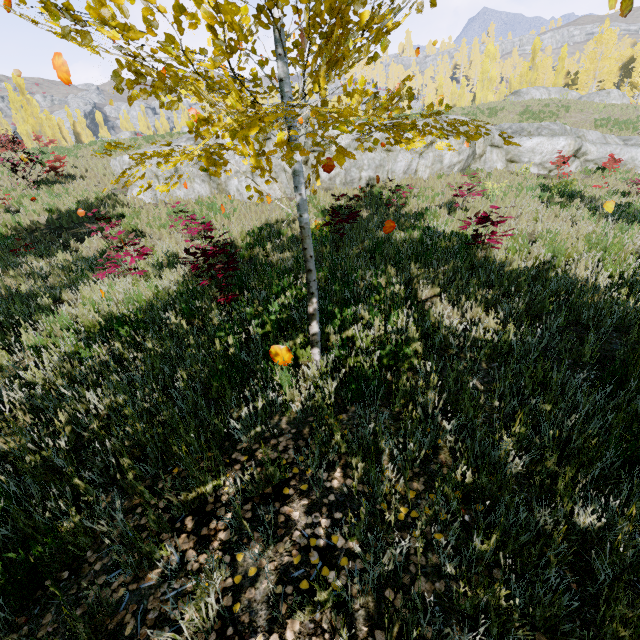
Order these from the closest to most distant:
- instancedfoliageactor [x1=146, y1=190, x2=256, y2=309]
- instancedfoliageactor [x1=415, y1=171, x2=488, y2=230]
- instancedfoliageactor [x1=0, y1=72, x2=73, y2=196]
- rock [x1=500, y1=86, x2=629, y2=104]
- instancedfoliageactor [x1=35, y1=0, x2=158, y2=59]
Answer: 1. instancedfoliageactor [x1=35, y1=0, x2=158, y2=59]
2. instancedfoliageactor [x1=146, y1=190, x2=256, y2=309]
3. instancedfoliageactor [x1=415, y1=171, x2=488, y2=230]
4. instancedfoliageactor [x1=0, y1=72, x2=73, y2=196]
5. rock [x1=500, y1=86, x2=629, y2=104]

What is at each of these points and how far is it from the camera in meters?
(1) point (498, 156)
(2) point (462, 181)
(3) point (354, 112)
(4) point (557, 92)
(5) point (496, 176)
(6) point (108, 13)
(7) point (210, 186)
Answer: (1) rock, 16.0
(2) instancedfoliageactor, 13.6
(3) instancedfoliageactor, 1.5
(4) rock, 34.5
(5) instancedfoliageactor, 14.3
(6) instancedfoliageactor, 1.4
(7) rock, 13.5

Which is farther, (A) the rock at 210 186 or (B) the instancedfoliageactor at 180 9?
(A) the rock at 210 186

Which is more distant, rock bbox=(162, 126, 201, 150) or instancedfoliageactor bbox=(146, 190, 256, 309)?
A: rock bbox=(162, 126, 201, 150)

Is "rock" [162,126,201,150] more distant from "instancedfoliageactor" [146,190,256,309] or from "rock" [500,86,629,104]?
"rock" [500,86,629,104]

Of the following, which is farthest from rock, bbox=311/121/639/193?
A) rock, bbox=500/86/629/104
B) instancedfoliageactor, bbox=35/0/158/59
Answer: rock, bbox=500/86/629/104

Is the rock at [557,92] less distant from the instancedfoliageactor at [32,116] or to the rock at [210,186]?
the instancedfoliageactor at [32,116]

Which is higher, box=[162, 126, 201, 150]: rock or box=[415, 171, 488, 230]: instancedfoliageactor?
box=[162, 126, 201, 150]: rock
